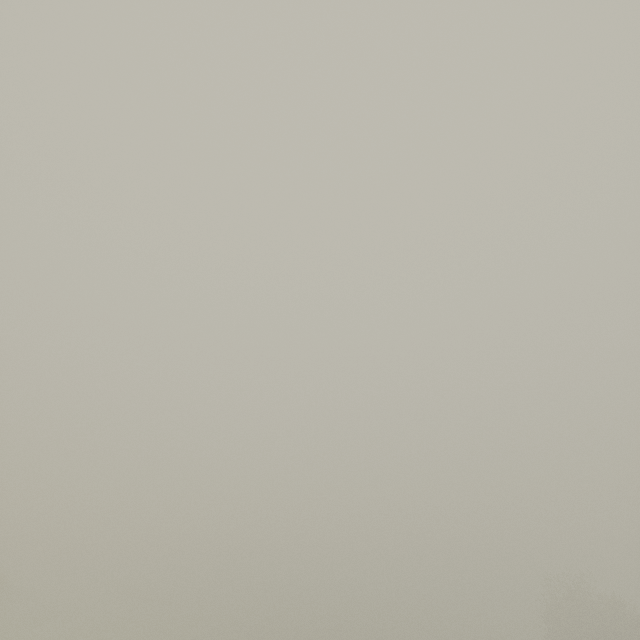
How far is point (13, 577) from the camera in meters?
41.8 m
